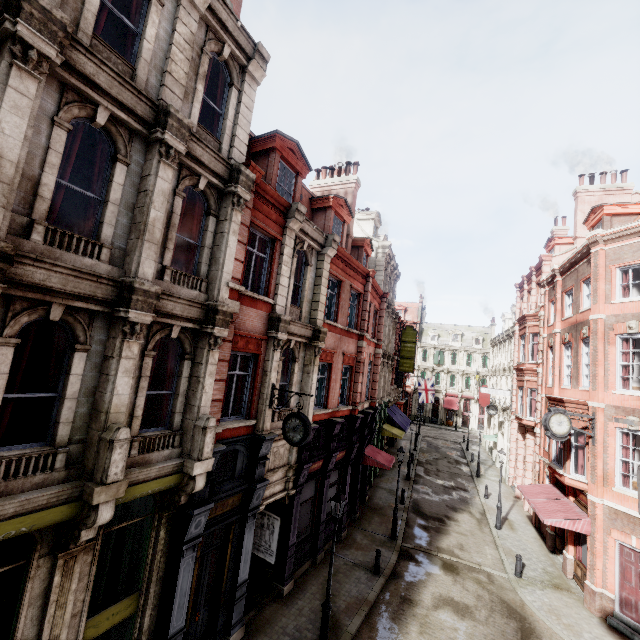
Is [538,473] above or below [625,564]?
above

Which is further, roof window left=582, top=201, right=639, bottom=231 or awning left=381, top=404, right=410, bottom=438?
awning left=381, top=404, right=410, bottom=438

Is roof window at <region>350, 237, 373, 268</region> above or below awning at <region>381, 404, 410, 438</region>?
above

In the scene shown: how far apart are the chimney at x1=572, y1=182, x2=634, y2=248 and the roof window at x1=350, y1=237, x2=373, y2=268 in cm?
1399

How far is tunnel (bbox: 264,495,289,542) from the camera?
12.5 meters

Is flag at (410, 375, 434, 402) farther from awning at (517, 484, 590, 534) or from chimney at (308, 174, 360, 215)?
chimney at (308, 174, 360, 215)

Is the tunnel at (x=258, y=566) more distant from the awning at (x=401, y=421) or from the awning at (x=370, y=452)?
the awning at (x=401, y=421)

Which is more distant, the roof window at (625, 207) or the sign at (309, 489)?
the roof window at (625, 207)
